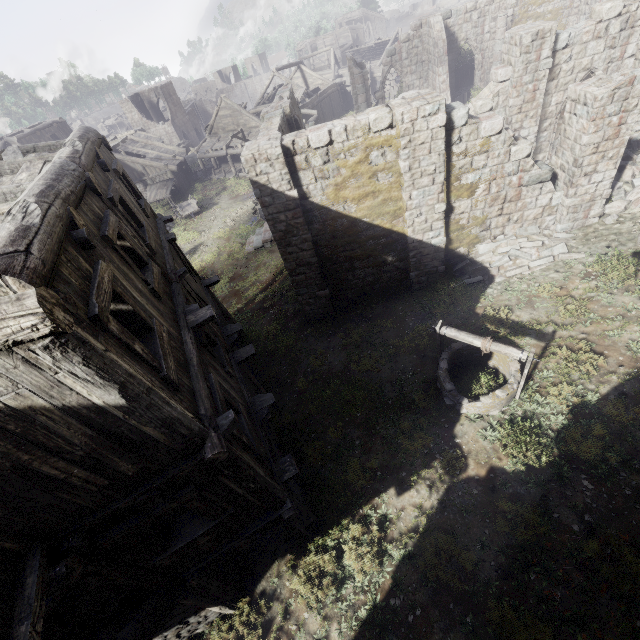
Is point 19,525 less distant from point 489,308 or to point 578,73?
point 489,308

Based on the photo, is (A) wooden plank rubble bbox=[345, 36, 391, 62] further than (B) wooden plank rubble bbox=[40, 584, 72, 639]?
Yes

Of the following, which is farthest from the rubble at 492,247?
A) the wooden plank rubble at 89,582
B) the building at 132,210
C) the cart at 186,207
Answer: the cart at 186,207

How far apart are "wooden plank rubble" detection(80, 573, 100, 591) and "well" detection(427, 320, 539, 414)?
7.7m

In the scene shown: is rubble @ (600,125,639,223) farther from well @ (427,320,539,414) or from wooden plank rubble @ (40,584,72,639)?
wooden plank rubble @ (40,584,72,639)

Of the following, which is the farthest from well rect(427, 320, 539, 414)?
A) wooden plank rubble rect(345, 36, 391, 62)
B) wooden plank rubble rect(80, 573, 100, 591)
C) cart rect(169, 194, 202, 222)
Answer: wooden plank rubble rect(345, 36, 391, 62)

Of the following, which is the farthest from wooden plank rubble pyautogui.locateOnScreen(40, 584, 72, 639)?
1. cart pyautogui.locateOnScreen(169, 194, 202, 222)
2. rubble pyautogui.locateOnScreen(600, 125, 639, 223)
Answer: cart pyautogui.locateOnScreen(169, 194, 202, 222)

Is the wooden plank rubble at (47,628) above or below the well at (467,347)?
above
